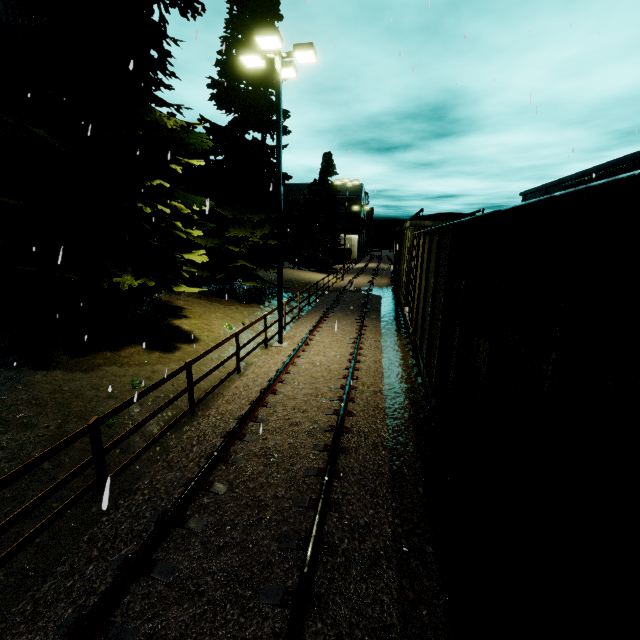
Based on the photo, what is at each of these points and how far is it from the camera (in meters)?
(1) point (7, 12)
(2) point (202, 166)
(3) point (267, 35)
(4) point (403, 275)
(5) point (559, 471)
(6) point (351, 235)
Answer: (1) silo, 9.28
(2) tree, 16.75
(3) light, 9.26
(4) cargo car, 14.21
(5) coal car, 1.93
(6) building, 58.25

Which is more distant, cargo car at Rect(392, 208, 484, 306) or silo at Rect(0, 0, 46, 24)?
cargo car at Rect(392, 208, 484, 306)

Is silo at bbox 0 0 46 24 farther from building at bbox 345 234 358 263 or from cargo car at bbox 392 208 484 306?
building at bbox 345 234 358 263

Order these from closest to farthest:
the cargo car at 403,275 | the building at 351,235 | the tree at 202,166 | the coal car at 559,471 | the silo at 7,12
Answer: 1. the coal car at 559,471
2. the tree at 202,166
3. the silo at 7,12
4. the cargo car at 403,275
5. the building at 351,235

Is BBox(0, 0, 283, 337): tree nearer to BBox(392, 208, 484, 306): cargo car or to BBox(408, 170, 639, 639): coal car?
BBox(408, 170, 639, 639): coal car

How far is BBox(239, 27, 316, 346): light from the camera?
9.6m

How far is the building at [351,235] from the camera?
58.0 meters

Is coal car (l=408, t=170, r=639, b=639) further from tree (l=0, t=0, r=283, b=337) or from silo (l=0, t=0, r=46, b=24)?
silo (l=0, t=0, r=46, b=24)
